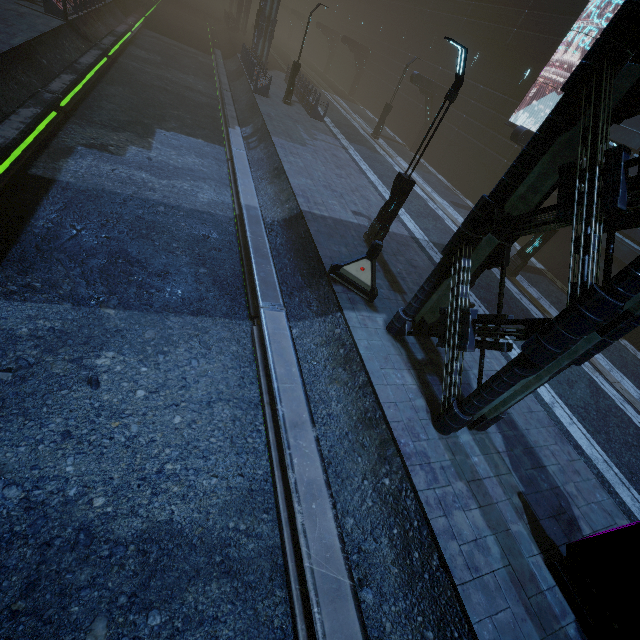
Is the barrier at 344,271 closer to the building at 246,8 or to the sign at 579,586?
the building at 246,8

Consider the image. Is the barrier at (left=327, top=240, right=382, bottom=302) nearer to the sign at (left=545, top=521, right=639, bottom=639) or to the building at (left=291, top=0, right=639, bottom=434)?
the building at (left=291, top=0, right=639, bottom=434)

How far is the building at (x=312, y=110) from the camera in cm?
2242

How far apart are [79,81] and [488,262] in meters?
17.3 m

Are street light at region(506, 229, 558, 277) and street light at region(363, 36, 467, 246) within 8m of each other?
yes

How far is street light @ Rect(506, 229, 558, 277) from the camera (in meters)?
13.34

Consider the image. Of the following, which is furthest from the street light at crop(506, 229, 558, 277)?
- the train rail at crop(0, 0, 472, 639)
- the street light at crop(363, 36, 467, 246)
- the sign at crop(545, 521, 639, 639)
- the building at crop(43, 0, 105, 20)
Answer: the sign at crop(545, 521, 639, 639)

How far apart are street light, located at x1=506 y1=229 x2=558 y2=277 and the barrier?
8.8 meters
